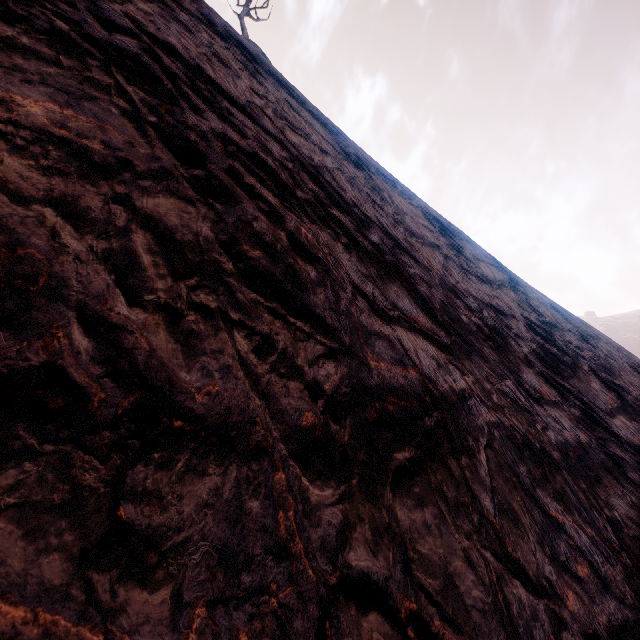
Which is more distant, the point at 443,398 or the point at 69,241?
the point at 443,398
